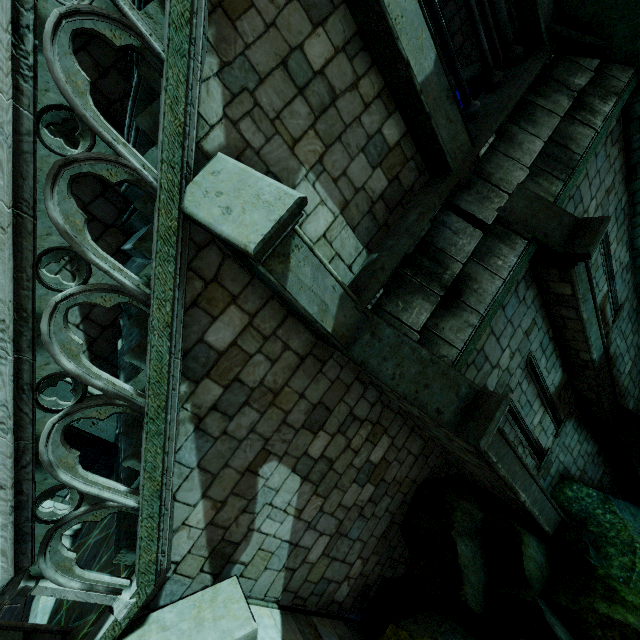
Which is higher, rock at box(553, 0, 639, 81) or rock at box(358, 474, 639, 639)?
rock at box(553, 0, 639, 81)

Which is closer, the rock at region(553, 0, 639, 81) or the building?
the building

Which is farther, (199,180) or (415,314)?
(415,314)

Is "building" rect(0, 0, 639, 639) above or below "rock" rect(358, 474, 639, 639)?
above

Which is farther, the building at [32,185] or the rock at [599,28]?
the rock at [599,28]

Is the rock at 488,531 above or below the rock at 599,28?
below
